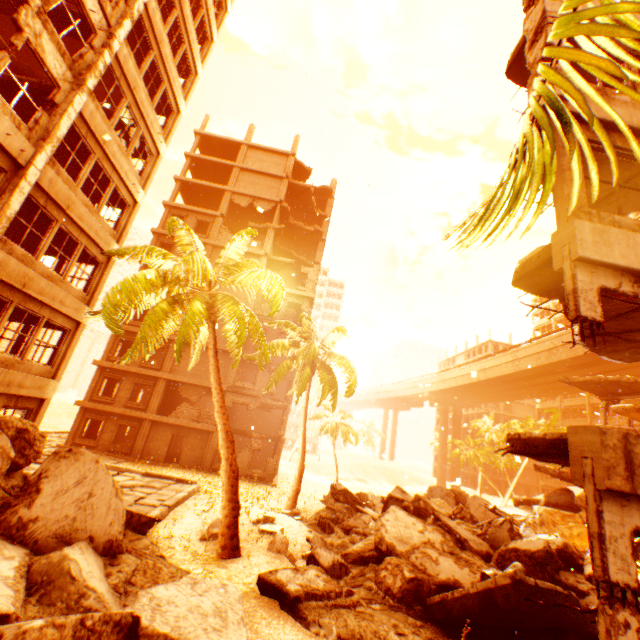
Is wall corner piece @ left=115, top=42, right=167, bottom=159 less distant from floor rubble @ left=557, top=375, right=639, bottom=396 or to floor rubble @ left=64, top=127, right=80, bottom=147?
floor rubble @ left=64, top=127, right=80, bottom=147

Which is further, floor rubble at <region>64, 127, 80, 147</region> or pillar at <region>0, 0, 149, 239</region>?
floor rubble at <region>64, 127, 80, 147</region>

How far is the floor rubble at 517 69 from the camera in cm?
762

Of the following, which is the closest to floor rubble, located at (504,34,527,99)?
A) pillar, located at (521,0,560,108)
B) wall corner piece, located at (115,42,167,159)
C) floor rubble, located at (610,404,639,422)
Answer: pillar, located at (521,0,560,108)

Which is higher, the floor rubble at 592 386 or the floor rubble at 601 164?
the floor rubble at 601 164

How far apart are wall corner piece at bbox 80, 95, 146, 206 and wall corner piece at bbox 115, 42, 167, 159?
2.15m

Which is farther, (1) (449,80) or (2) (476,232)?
(1) (449,80)

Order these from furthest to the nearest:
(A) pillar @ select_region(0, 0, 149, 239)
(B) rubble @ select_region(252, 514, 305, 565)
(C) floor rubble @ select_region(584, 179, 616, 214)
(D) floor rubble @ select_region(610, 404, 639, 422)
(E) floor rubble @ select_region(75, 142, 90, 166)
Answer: (D) floor rubble @ select_region(610, 404, 639, 422) < (E) floor rubble @ select_region(75, 142, 90, 166) < (A) pillar @ select_region(0, 0, 149, 239) < (B) rubble @ select_region(252, 514, 305, 565) < (C) floor rubble @ select_region(584, 179, 616, 214)
